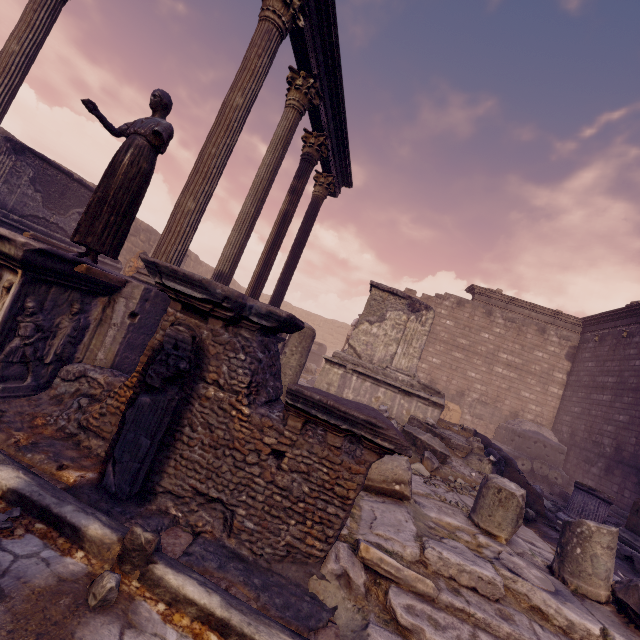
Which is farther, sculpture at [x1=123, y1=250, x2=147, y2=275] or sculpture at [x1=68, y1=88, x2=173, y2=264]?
sculpture at [x1=123, y1=250, x2=147, y2=275]

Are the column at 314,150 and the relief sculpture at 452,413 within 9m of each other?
no

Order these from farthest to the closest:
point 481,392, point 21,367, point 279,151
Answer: point 481,392
point 279,151
point 21,367

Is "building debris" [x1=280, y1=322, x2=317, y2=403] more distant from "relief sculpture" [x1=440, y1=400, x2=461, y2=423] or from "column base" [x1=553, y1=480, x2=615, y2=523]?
"relief sculpture" [x1=440, y1=400, x2=461, y2=423]

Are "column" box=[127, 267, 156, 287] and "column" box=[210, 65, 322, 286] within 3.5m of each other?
yes

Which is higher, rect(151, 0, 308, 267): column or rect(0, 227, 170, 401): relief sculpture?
rect(151, 0, 308, 267): column

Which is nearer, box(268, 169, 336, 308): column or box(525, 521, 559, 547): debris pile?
box(525, 521, 559, 547): debris pile

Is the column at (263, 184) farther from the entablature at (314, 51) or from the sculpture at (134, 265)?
the sculpture at (134, 265)
